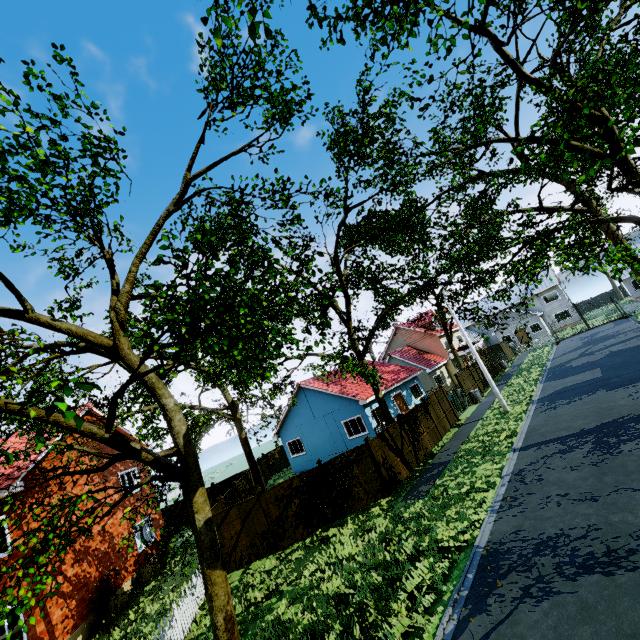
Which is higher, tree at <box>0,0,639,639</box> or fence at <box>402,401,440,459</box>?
tree at <box>0,0,639,639</box>

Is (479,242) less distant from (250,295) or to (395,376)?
(250,295)

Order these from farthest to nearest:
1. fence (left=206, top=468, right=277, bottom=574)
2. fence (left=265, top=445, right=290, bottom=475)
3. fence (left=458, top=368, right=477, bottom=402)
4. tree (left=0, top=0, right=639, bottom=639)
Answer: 1. fence (left=265, top=445, right=290, bottom=475)
2. fence (left=458, top=368, right=477, bottom=402)
3. fence (left=206, top=468, right=277, bottom=574)
4. tree (left=0, top=0, right=639, bottom=639)

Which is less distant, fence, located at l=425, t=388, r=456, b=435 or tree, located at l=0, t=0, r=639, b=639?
tree, located at l=0, t=0, r=639, b=639

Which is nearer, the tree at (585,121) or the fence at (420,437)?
the tree at (585,121)

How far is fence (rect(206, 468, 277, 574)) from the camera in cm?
1358

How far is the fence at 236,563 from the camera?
13.58m
